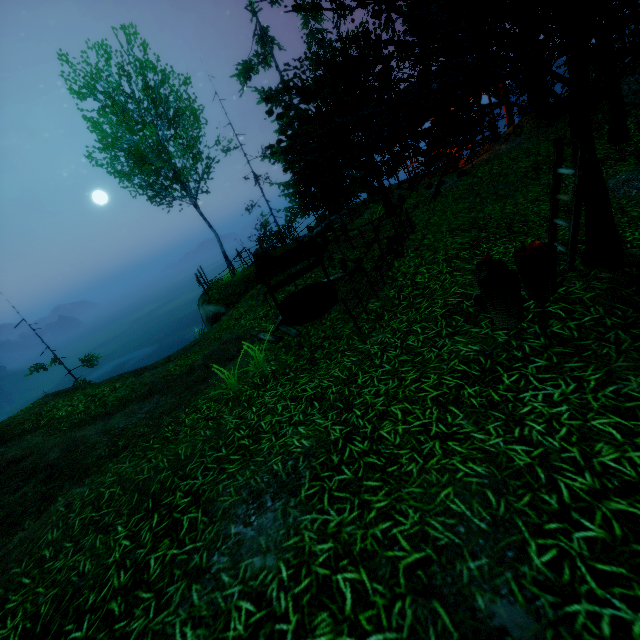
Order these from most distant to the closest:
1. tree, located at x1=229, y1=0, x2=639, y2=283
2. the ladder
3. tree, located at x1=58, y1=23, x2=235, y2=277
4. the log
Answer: the log < tree, located at x1=58, y1=23, x2=235, y2=277 < the ladder < tree, located at x1=229, y1=0, x2=639, y2=283

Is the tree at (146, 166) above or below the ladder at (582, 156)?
above

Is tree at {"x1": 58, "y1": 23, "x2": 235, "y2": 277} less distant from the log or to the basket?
the basket

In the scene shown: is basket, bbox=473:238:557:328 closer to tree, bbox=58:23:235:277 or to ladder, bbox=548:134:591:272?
ladder, bbox=548:134:591:272

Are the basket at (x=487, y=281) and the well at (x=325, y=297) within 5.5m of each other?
yes

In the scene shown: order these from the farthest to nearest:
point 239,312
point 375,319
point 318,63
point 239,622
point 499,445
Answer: point 239,312 → point 318,63 → point 375,319 → point 499,445 → point 239,622

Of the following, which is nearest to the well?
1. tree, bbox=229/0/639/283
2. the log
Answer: tree, bbox=229/0/639/283

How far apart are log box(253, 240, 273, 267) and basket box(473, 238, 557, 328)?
12.3m
